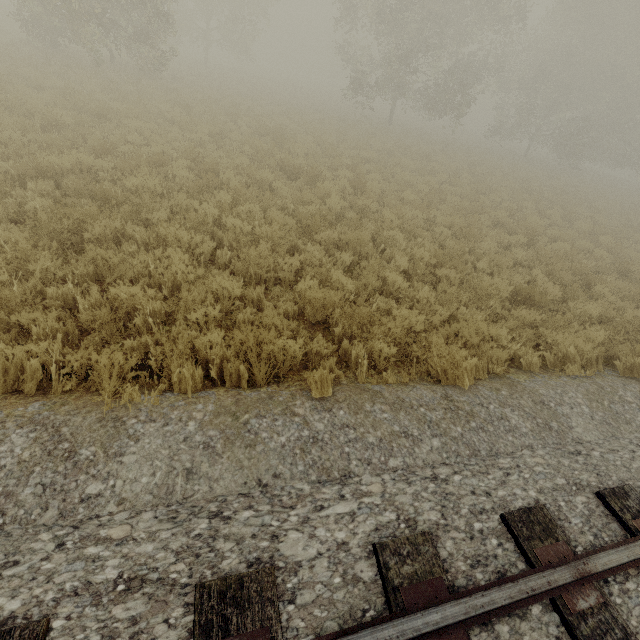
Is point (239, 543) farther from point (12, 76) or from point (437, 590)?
point (12, 76)
